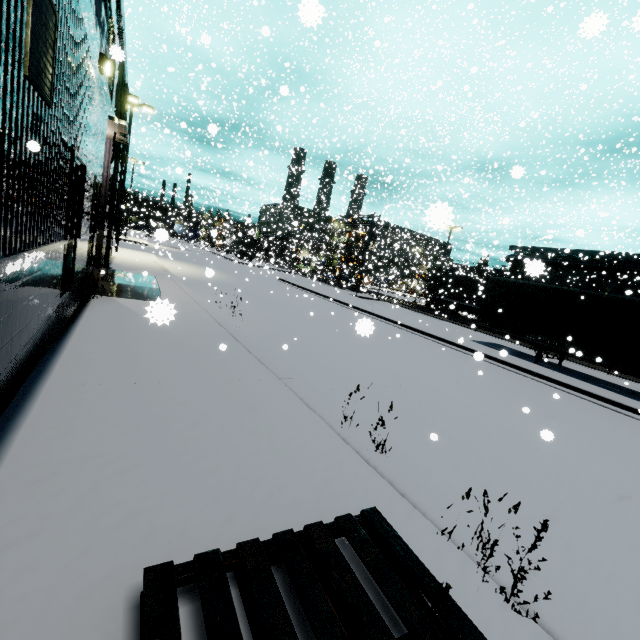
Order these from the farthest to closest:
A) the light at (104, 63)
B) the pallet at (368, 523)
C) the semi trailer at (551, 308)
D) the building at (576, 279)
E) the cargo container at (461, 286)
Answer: the cargo container at (461, 286) → the semi trailer at (551, 308) → the light at (104, 63) → the building at (576, 279) → the pallet at (368, 523)

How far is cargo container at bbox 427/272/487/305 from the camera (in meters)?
30.09

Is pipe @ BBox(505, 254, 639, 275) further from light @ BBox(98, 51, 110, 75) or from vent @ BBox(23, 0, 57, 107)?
vent @ BBox(23, 0, 57, 107)

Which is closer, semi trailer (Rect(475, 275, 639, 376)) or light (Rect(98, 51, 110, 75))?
light (Rect(98, 51, 110, 75))

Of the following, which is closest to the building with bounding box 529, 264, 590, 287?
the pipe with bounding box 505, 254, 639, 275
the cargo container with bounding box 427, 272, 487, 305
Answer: the pipe with bounding box 505, 254, 639, 275

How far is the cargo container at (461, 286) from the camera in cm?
3009

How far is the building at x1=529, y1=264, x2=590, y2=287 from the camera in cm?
259

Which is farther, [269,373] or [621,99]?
[621,99]
